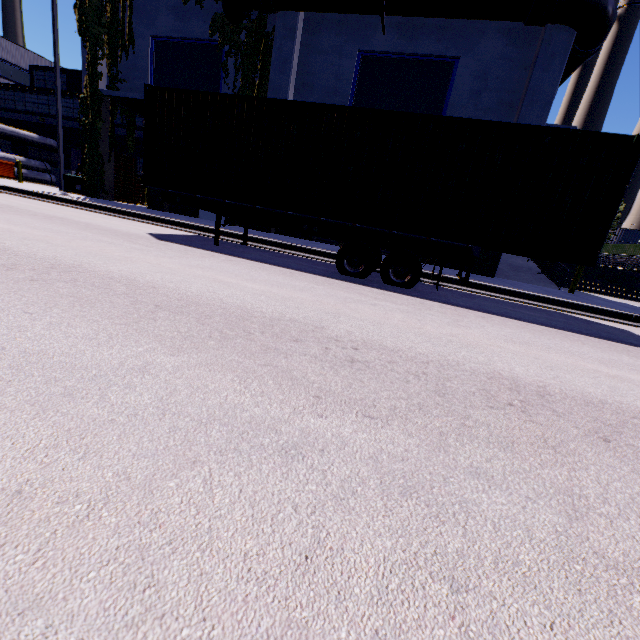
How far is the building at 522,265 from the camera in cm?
1300

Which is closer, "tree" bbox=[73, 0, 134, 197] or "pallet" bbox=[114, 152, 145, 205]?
"tree" bbox=[73, 0, 134, 197]

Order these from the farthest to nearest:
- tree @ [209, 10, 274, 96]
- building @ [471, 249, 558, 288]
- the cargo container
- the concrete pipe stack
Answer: the concrete pipe stack < tree @ [209, 10, 274, 96] < building @ [471, 249, 558, 288] < the cargo container

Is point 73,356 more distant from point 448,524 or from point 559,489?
point 559,489

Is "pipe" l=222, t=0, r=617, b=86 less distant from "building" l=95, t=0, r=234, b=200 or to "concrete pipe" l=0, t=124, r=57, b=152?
"building" l=95, t=0, r=234, b=200

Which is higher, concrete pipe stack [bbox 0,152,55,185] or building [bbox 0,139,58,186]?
building [bbox 0,139,58,186]

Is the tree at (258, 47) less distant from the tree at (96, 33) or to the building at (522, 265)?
the building at (522, 265)

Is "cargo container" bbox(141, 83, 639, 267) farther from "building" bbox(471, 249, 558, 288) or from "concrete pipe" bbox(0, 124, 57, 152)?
"concrete pipe" bbox(0, 124, 57, 152)
